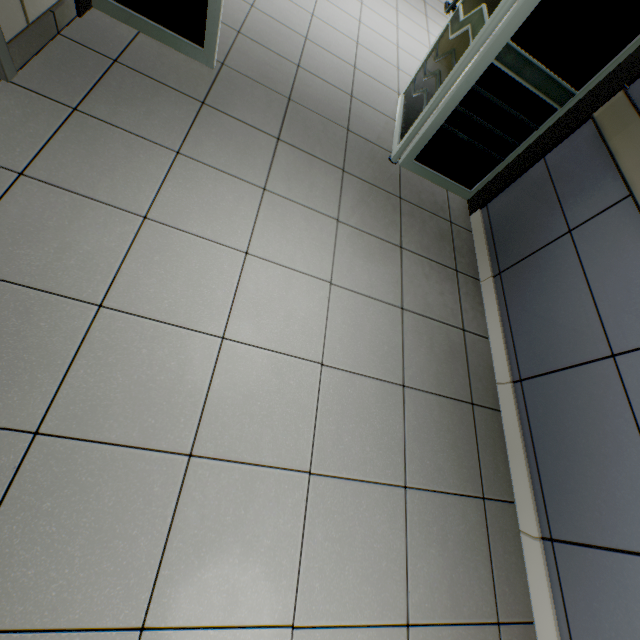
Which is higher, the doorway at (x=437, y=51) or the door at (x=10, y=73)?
the doorway at (x=437, y=51)

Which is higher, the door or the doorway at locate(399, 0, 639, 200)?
the doorway at locate(399, 0, 639, 200)

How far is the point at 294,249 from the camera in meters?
1.8
